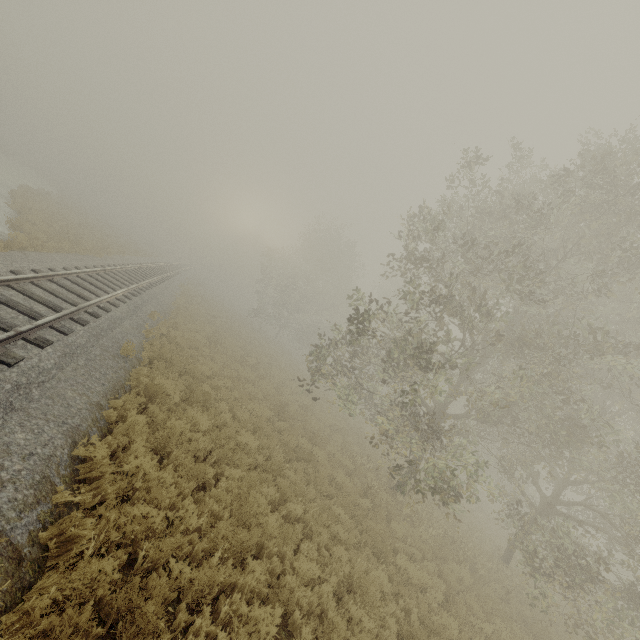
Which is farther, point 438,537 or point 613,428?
point 438,537
